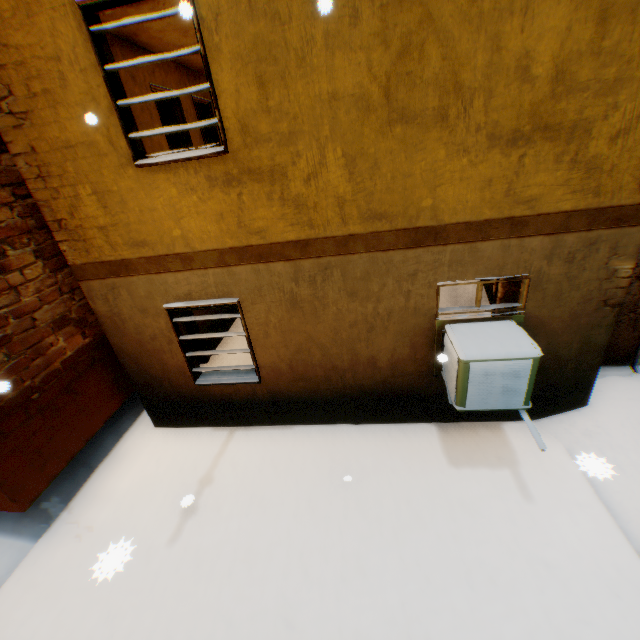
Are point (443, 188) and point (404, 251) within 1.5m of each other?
yes
